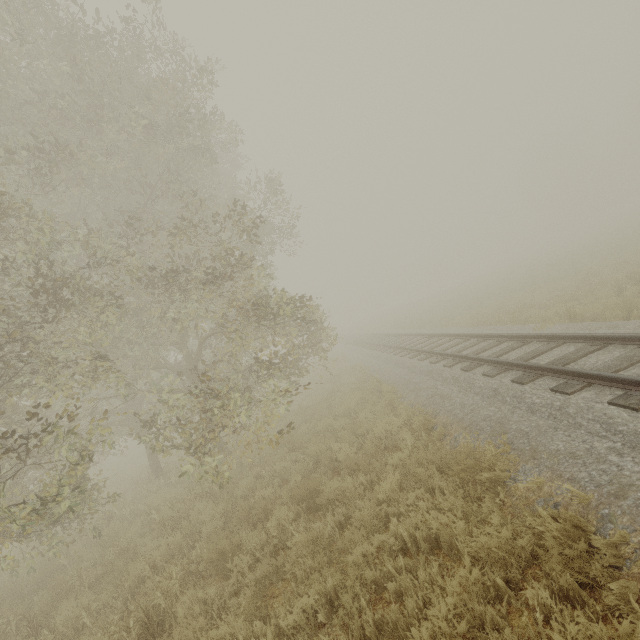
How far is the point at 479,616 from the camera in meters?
3.1 m

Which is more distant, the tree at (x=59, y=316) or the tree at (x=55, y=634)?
the tree at (x=59, y=316)

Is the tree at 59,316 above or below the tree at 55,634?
above

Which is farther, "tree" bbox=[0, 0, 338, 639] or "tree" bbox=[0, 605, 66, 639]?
"tree" bbox=[0, 0, 338, 639]

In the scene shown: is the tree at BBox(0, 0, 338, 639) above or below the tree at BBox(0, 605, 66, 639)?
above
